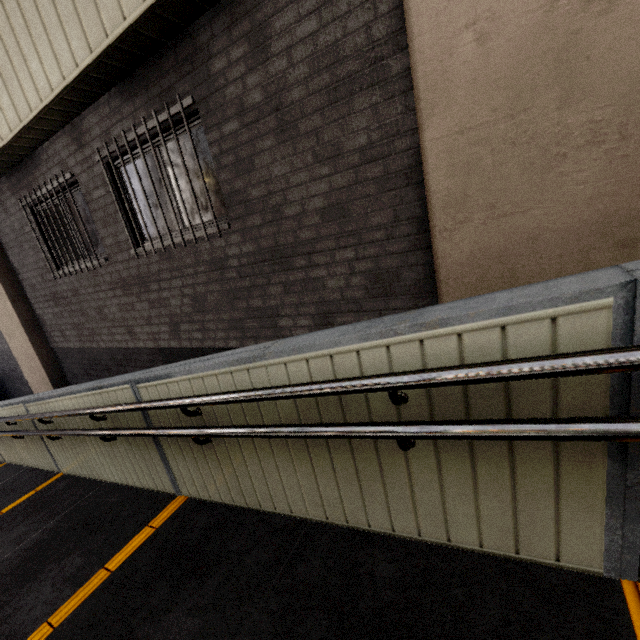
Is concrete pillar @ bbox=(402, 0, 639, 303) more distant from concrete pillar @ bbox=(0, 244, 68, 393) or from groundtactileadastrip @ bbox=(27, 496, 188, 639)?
concrete pillar @ bbox=(0, 244, 68, 393)

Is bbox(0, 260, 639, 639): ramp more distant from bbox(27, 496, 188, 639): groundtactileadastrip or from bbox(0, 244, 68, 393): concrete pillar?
bbox(0, 244, 68, 393): concrete pillar

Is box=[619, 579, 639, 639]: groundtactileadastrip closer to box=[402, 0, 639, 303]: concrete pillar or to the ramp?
the ramp

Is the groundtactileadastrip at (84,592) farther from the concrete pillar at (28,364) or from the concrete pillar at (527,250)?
the concrete pillar at (28,364)

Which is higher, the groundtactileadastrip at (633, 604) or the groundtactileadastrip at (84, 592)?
the groundtactileadastrip at (633, 604)

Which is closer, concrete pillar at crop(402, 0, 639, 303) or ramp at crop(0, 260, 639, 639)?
ramp at crop(0, 260, 639, 639)

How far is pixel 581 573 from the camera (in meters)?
1.31
